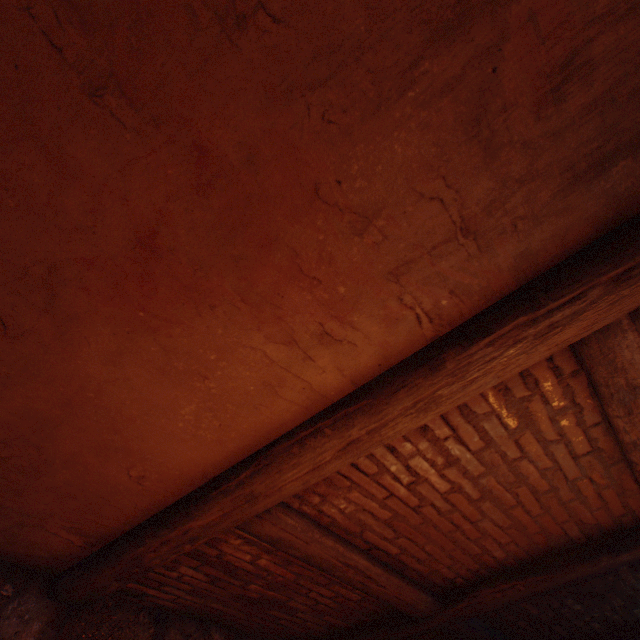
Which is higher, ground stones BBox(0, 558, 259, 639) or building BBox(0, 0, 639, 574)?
building BBox(0, 0, 639, 574)

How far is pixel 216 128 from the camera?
0.76m

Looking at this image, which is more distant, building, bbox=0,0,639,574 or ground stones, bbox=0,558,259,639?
ground stones, bbox=0,558,259,639

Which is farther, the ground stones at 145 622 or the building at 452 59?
the ground stones at 145 622

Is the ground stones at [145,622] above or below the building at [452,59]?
below
